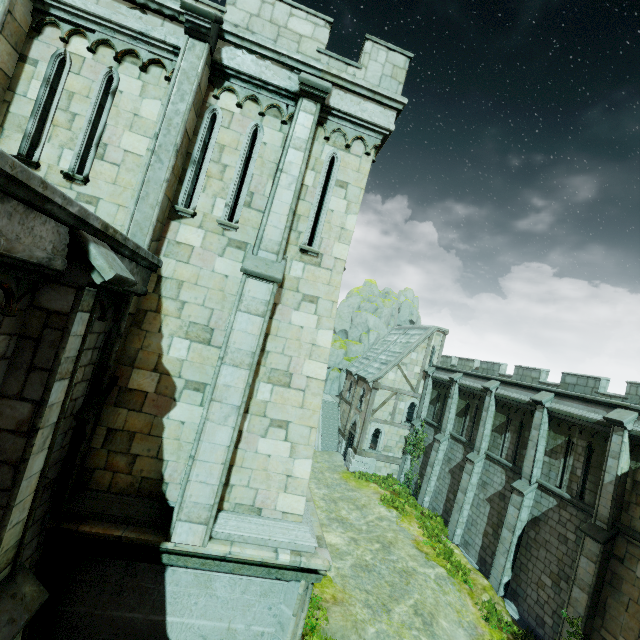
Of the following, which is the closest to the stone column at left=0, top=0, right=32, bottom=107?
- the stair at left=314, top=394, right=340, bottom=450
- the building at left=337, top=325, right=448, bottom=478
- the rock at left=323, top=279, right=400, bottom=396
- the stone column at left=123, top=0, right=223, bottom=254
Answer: the stone column at left=123, top=0, right=223, bottom=254

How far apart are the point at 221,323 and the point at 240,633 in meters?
6.3 m

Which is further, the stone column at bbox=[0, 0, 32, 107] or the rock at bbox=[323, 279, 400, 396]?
the rock at bbox=[323, 279, 400, 396]

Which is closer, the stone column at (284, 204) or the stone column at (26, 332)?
the stone column at (26, 332)

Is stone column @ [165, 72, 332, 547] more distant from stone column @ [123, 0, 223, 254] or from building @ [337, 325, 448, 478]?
building @ [337, 325, 448, 478]

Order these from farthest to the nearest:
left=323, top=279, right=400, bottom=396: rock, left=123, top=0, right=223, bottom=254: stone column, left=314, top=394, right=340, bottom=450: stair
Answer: left=323, top=279, right=400, bottom=396: rock, left=314, top=394, right=340, bottom=450: stair, left=123, top=0, right=223, bottom=254: stone column

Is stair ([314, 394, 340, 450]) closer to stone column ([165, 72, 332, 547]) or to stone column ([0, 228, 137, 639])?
stone column ([165, 72, 332, 547])

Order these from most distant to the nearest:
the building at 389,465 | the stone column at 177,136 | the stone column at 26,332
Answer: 1. the building at 389,465
2. the stone column at 177,136
3. the stone column at 26,332
